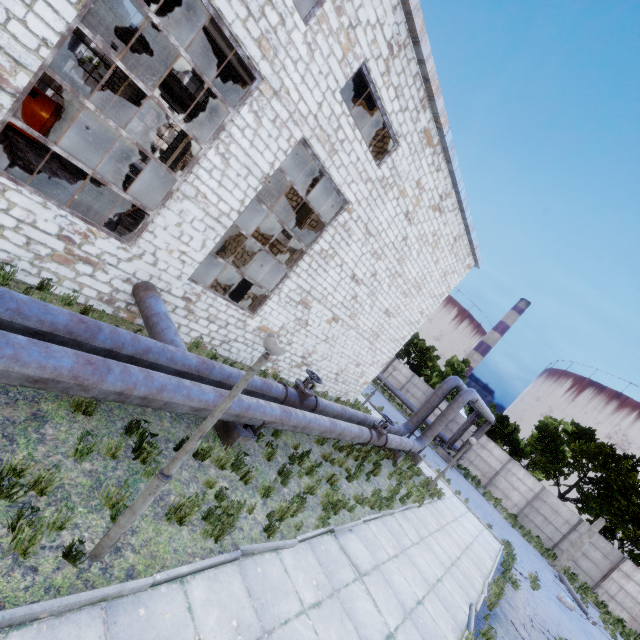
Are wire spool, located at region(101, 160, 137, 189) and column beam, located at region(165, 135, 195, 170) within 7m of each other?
yes

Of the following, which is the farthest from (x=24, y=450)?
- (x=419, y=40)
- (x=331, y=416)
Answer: (x=419, y=40)

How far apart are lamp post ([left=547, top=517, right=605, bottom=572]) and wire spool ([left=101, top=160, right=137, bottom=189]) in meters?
36.7

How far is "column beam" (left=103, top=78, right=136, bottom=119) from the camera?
19.09m

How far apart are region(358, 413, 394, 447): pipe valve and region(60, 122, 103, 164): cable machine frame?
18.4m

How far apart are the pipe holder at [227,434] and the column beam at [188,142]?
20.47m

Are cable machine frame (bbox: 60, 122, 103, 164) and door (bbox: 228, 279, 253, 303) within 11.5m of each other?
yes

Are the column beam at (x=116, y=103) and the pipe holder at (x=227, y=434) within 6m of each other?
no
